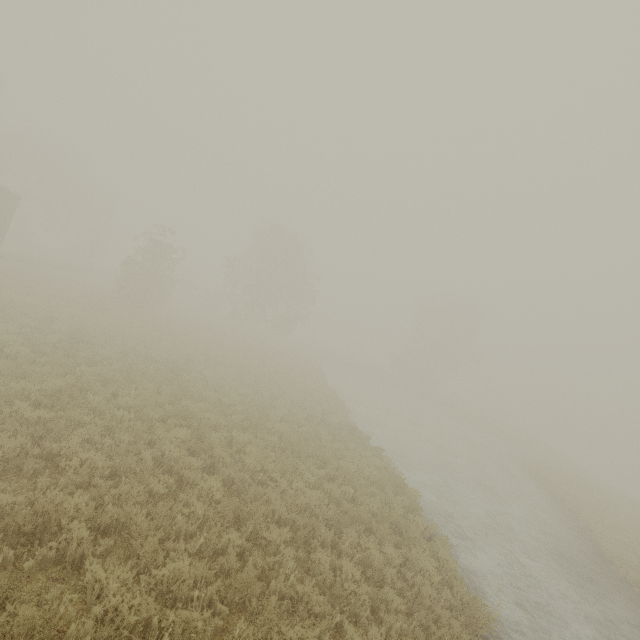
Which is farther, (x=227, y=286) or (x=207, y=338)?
(x=227, y=286)

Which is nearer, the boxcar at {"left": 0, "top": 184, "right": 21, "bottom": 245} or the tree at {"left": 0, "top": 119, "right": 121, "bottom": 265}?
the boxcar at {"left": 0, "top": 184, "right": 21, "bottom": 245}

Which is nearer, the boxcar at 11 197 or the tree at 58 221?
the boxcar at 11 197
